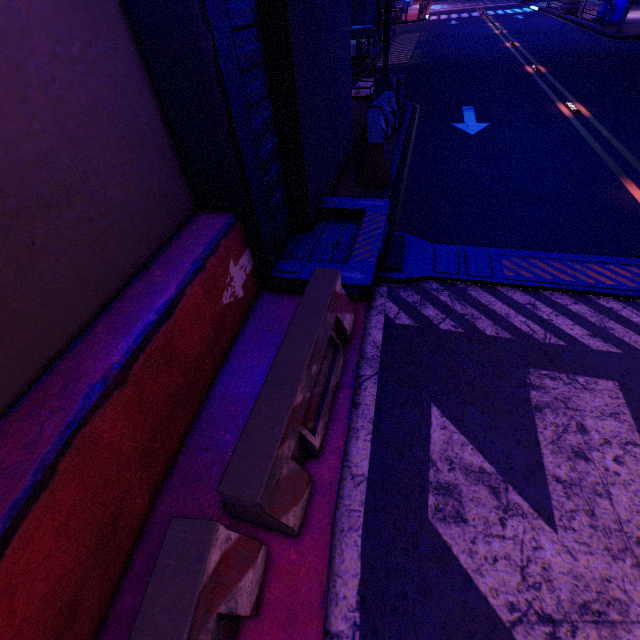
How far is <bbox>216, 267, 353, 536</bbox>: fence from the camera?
2.2 meters

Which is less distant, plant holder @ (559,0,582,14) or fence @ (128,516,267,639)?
fence @ (128,516,267,639)

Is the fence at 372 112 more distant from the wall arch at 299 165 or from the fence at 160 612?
the fence at 160 612

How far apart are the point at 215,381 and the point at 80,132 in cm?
263

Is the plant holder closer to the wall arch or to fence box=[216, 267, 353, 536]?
the wall arch

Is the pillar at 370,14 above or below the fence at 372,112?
above

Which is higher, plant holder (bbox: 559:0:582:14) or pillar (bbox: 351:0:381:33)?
pillar (bbox: 351:0:381:33)

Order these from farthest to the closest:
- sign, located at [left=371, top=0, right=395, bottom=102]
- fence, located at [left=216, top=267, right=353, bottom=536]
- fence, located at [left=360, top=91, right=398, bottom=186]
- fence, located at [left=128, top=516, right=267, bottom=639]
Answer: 1. sign, located at [left=371, top=0, right=395, bottom=102]
2. fence, located at [left=360, top=91, right=398, bottom=186]
3. fence, located at [left=216, top=267, right=353, bottom=536]
4. fence, located at [left=128, top=516, right=267, bottom=639]
